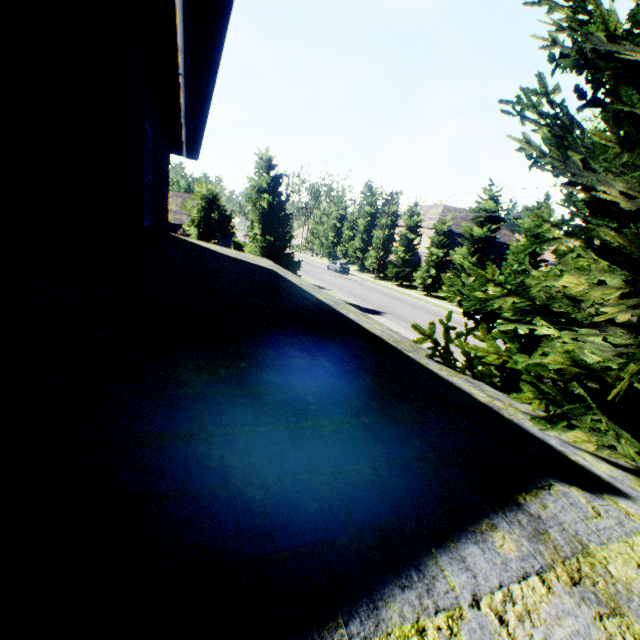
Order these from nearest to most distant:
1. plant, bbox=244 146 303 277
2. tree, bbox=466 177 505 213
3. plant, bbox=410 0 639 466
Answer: plant, bbox=410 0 639 466, plant, bbox=244 146 303 277, tree, bbox=466 177 505 213

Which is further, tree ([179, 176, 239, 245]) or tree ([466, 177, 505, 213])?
tree ([466, 177, 505, 213])

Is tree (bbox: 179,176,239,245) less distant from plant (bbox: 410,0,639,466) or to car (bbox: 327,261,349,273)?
car (bbox: 327,261,349,273)

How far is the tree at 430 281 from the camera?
30.83m

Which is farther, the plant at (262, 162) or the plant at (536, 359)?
the plant at (262, 162)

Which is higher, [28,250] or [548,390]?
[28,250]

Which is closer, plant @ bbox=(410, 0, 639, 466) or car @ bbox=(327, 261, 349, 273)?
plant @ bbox=(410, 0, 639, 466)
